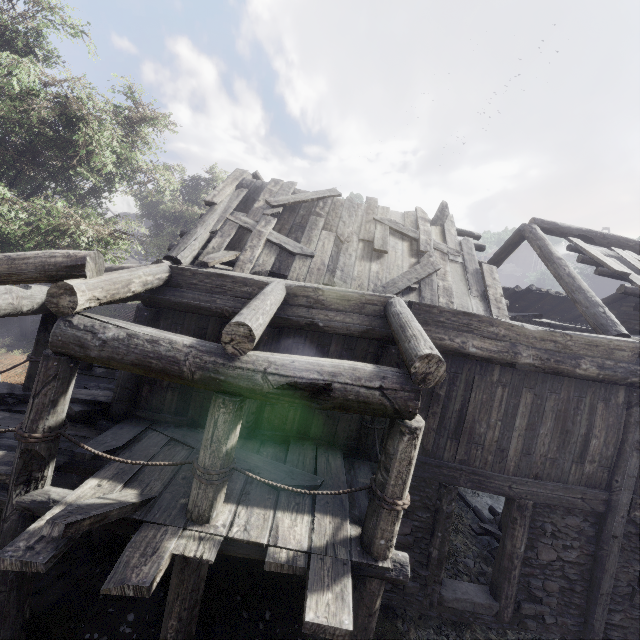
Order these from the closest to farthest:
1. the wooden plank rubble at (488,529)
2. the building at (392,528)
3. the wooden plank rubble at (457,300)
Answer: the building at (392,528)
the wooden plank rubble at (457,300)
the wooden plank rubble at (488,529)

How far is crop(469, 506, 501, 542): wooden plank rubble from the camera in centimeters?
916cm

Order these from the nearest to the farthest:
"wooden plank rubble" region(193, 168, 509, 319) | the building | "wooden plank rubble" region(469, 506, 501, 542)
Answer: the building, "wooden plank rubble" region(193, 168, 509, 319), "wooden plank rubble" region(469, 506, 501, 542)

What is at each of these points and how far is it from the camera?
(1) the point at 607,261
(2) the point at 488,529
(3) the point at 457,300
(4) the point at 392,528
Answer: (1) wooden plank rubble, 8.2 meters
(2) wooden plank rubble, 9.2 meters
(3) wooden plank rubble, 7.3 meters
(4) building, 3.9 meters

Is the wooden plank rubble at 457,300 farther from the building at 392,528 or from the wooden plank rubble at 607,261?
the wooden plank rubble at 607,261

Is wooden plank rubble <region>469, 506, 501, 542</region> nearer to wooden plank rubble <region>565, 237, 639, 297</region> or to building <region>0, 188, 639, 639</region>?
building <region>0, 188, 639, 639</region>

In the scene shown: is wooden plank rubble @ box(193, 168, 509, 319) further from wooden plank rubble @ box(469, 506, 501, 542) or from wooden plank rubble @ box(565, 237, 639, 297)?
wooden plank rubble @ box(469, 506, 501, 542)

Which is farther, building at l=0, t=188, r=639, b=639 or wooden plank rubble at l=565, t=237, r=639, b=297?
wooden plank rubble at l=565, t=237, r=639, b=297
